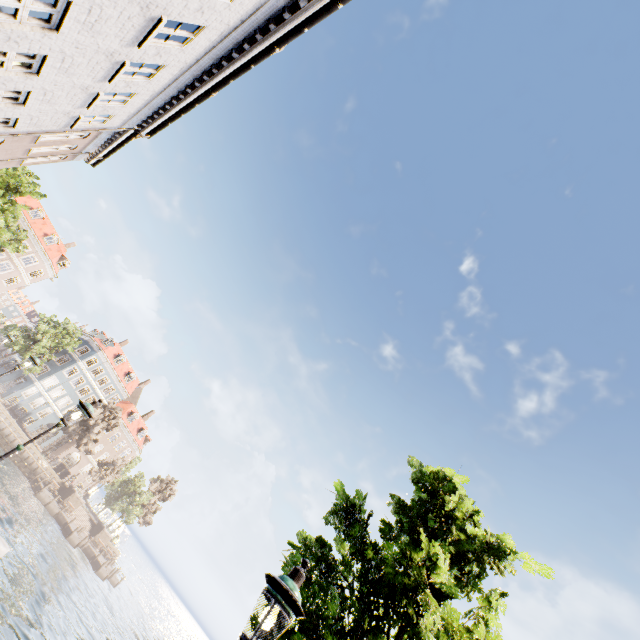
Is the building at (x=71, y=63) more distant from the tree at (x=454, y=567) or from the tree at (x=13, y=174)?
the tree at (x=454, y=567)

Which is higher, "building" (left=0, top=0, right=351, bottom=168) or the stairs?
"building" (left=0, top=0, right=351, bottom=168)

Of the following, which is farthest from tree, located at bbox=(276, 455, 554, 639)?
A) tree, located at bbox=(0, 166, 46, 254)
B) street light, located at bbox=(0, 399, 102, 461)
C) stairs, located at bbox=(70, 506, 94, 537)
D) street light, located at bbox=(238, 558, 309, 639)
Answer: stairs, located at bbox=(70, 506, 94, 537)

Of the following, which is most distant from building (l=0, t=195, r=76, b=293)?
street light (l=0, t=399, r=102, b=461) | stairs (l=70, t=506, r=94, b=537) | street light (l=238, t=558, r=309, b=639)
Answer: street light (l=238, t=558, r=309, b=639)

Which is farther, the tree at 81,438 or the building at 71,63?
the tree at 81,438

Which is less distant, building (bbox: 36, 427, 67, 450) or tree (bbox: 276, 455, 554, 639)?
tree (bbox: 276, 455, 554, 639)

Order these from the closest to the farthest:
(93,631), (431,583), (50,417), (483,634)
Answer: (431,583)
(483,634)
(93,631)
(50,417)

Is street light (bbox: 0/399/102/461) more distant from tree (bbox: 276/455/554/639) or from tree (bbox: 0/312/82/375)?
tree (bbox: 276/455/554/639)
